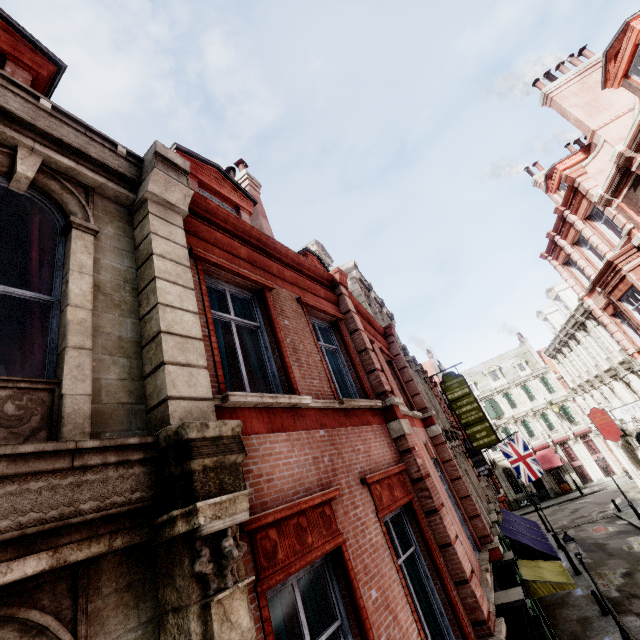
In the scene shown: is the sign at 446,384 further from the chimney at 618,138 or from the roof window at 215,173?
the roof window at 215,173

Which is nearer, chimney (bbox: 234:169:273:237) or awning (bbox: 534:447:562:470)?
chimney (bbox: 234:169:273:237)

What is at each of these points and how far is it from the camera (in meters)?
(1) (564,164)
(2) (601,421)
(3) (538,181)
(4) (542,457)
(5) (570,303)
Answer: (1) roof window, 17.98
(2) sign, 23.64
(3) chimney, 22.92
(4) awning, 40.09
(5) roof window, 24.48

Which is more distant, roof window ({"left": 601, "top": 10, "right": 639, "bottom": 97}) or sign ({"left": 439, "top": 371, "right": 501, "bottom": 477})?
sign ({"left": 439, "top": 371, "right": 501, "bottom": 477})

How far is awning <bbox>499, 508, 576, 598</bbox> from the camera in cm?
1274

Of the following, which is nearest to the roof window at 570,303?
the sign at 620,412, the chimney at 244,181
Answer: the sign at 620,412

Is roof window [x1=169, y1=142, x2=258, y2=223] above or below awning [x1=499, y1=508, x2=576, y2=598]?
above

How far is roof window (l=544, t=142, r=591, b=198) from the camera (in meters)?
17.73
